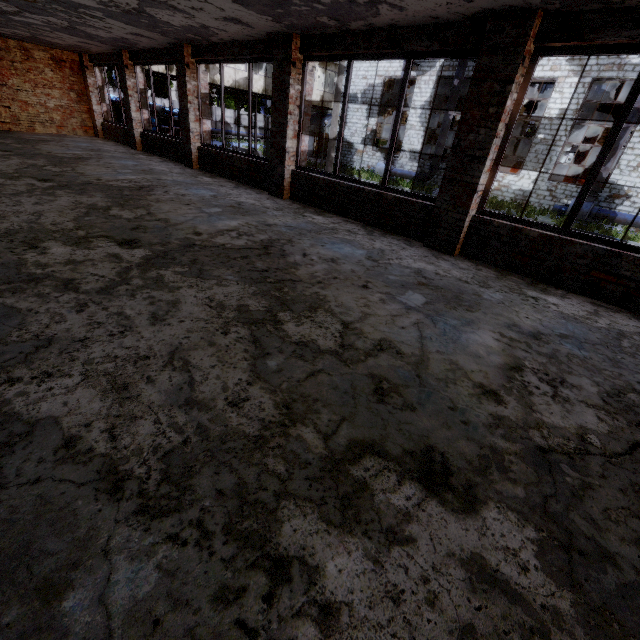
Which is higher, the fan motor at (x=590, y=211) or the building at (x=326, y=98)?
the building at (x=326, y=98)

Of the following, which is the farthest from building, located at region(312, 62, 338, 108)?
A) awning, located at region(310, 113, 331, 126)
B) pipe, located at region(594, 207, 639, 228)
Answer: pipe, located at region(594, 207, 639, 228)

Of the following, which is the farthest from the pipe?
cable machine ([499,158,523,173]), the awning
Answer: the awning

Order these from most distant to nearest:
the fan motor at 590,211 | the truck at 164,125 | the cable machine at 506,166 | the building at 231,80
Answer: the truck at 164,125 → the cable machine at 506,166 → the building at 231,80 → the fan motor at 590,211

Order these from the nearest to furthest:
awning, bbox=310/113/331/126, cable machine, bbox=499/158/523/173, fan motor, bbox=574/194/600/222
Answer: fan motor, bbox=574/194/600/222, cable machine, bbox=499/158/523/173, awning, bbox=310/113/331/126

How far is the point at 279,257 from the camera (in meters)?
4.52

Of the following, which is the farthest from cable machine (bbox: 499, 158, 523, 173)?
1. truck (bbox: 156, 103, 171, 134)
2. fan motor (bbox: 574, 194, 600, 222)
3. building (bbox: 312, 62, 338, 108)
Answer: truck (bbox: 156, 103, 171, 134)

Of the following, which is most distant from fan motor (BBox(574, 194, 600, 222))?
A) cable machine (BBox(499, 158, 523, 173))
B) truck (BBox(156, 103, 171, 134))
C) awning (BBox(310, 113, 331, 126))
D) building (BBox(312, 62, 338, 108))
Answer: truck (BBox(156, 103, 171, 134))
